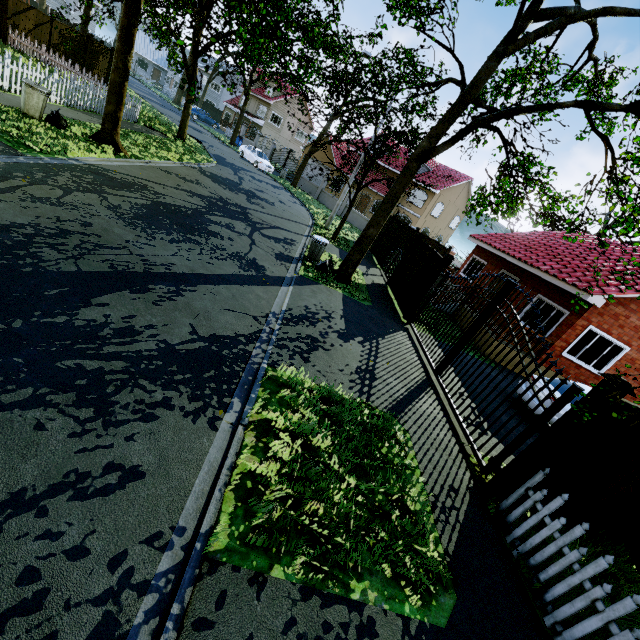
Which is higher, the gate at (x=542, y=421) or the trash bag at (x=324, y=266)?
the gate at (x=542, y=421)

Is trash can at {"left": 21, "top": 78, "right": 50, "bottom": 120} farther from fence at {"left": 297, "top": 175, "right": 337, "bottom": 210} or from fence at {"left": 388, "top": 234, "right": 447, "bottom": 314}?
fence at {"left": 297, "top": 175, "right": 337, "bottom": 210}

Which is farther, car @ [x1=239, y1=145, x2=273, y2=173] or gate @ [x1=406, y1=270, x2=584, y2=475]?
car @ [x1=239, y1=145, x2=273, y2=173]

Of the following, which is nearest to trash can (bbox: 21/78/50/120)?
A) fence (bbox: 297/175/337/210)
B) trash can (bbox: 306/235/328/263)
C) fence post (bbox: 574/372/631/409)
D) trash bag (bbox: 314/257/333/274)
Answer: trash can (bbox: 306/235/328/263)

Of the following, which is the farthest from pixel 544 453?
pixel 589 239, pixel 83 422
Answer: pixel 589 239

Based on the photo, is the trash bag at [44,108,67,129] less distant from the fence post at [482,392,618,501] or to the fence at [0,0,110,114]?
the fence at [0,0,110,114]

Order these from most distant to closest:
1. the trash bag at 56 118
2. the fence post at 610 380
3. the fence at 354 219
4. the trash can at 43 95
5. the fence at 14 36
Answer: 1. the fence at 354 219
2. the fence at 14 36
3. the trash bag at 56 118
4. the trash can at 43 95
5. the fence post at 610 380

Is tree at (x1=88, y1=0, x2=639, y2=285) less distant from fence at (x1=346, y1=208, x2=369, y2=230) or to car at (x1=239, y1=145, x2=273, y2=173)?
fence at (x1=346, y1=208, x2=369, y2=230)
